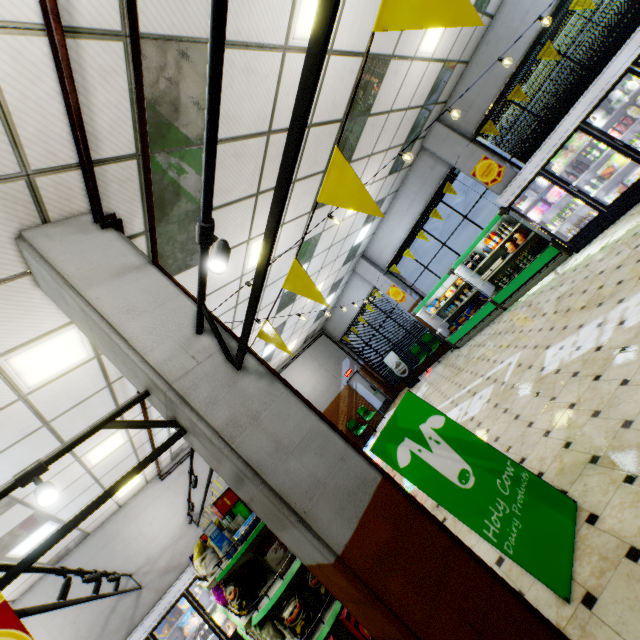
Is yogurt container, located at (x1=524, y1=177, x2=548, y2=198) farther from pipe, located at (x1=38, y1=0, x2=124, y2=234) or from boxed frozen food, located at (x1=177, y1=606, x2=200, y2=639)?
boxed frozen food, located at (x1=177, y1=606, x2=200, y2=639)

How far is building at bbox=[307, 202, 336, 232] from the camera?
6.8m

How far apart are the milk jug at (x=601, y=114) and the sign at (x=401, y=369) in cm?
933

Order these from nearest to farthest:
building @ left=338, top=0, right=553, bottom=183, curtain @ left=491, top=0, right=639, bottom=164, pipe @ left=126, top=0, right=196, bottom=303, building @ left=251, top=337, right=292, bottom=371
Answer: pipe @ left=126, top=0, right=196, bottom=303 → building @ left=338, top=0, right=553, bottom=183 → curtain @ left=491, top=0, right=639, bottom=164 → building @ left=251, top=337, right=292, bottom=371

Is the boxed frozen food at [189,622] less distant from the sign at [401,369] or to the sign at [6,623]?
the sign at [6,623]

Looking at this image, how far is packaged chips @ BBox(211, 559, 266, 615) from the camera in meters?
3.8

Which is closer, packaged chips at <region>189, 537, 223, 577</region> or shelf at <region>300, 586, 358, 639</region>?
shelf at <region>300, 586, 358, 639</region>

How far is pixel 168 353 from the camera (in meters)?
2.40
